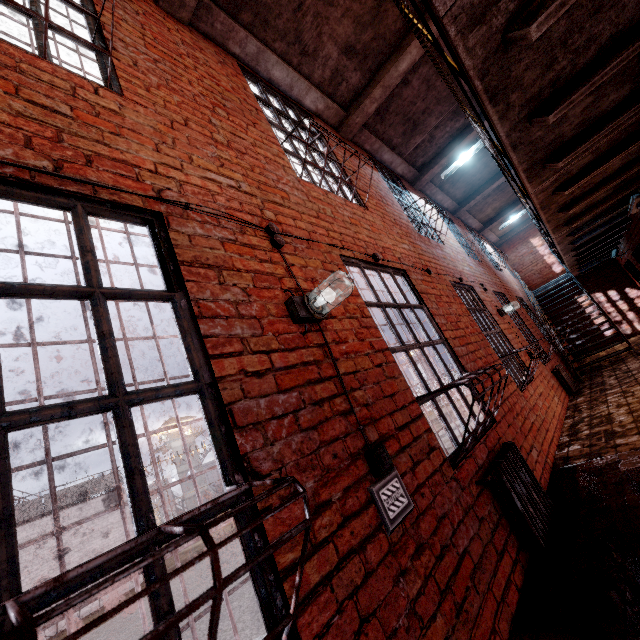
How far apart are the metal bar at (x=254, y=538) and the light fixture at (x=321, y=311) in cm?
62

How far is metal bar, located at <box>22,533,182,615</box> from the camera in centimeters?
80cm

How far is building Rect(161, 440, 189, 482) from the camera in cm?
5116

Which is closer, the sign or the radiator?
the sign

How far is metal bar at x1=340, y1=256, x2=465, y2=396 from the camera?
2.95m

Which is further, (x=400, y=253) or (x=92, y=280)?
(x=400, y=253)
